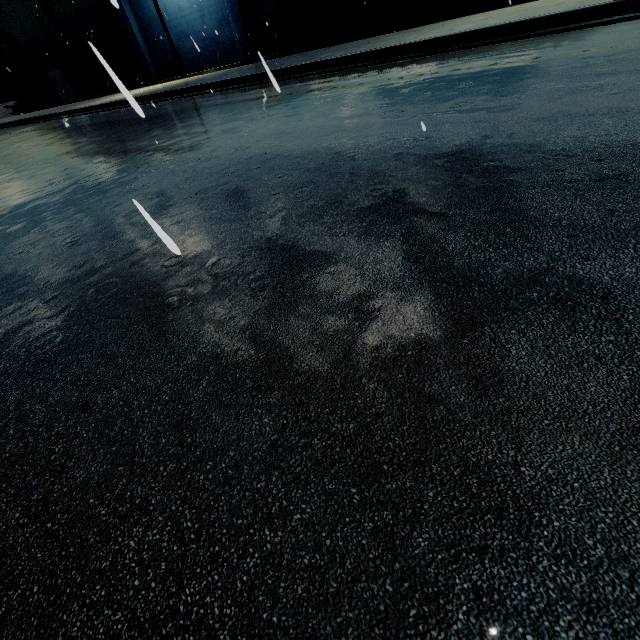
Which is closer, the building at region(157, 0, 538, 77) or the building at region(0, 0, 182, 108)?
the building at region(157, 0, 538, 77)

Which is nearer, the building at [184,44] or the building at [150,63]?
the building at [184,44]

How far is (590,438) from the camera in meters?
1.0
